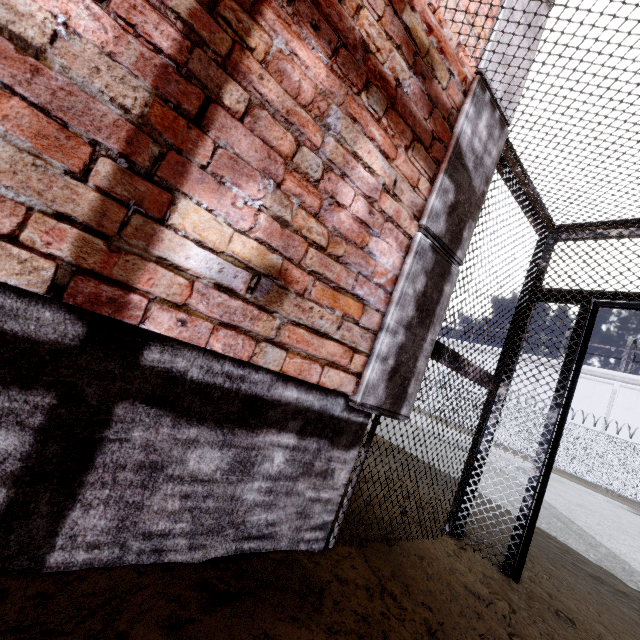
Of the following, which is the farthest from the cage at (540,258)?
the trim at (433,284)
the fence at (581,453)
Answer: the fence at (581,453)

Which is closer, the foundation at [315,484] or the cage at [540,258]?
the foundation at [315,484]

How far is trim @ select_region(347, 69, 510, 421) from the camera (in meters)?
1.68

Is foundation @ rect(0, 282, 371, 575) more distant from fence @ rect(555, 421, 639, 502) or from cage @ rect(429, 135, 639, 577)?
fence @ rect(555, 421, 639, 502)

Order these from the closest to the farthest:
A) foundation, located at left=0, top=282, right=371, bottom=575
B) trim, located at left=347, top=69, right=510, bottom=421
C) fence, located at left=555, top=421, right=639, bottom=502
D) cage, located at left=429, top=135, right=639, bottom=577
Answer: foundation, located at left=0, top=282, right=371, bottom=575 → trim, located at left=347, top=69, right=510, bottom=421 → cage, located at left=429, top=135, right=639, bottom=577 → fence, located at left=555, top=421, right=639, bottom=502

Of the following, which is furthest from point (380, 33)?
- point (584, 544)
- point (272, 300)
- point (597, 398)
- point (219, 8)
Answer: point (597, 398)

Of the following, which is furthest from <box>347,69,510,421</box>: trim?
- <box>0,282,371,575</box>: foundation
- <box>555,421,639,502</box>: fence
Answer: <box>555,421,639,502</box>: fence

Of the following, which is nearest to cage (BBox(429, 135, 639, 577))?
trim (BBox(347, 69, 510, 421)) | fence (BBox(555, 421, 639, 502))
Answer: trim (BBox(347, 69, 510, 421))
